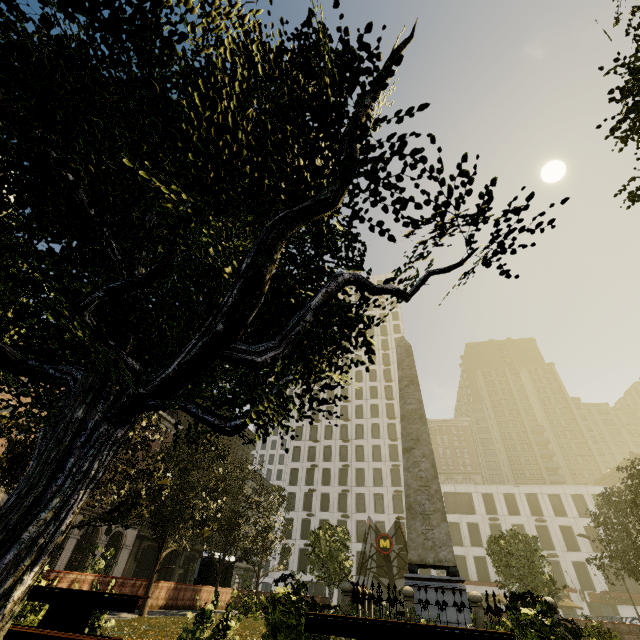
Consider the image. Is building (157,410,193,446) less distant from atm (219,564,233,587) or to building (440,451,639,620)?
atm (219,564,233,587)

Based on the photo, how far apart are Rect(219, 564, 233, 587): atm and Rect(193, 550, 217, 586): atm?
1.7 meters

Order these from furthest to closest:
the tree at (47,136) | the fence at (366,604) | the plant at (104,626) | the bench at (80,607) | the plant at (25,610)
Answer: the fence at (366,604) → the plant at (25,610) → the plant at (104,626) → the bench at (80,607) → the tree at (47,136)

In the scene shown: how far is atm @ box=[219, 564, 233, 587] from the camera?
25.0 meters

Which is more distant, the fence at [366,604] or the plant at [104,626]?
the fence at [366,604]

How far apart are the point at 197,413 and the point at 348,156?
1.6m

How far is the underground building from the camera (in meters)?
25.67

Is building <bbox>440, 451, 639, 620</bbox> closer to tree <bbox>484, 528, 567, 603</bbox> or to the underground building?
the underground building
